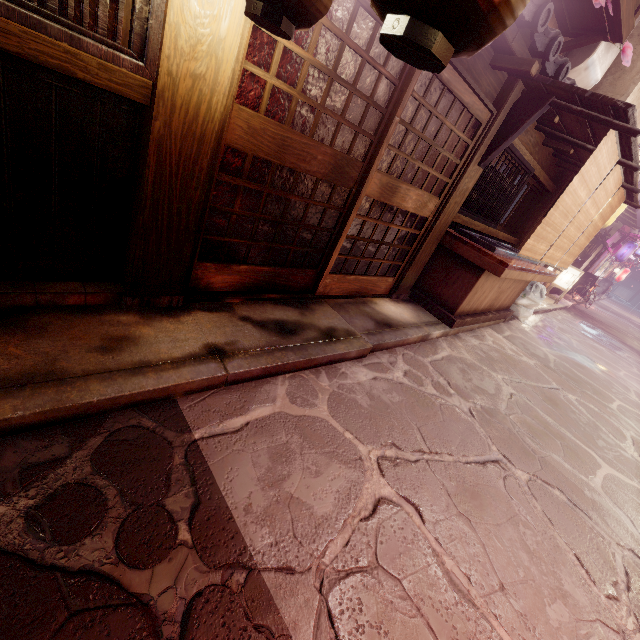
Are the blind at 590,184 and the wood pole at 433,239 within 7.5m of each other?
yes

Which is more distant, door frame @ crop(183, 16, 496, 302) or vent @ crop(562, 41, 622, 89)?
vent @ crop(562, 41, 622, 89)

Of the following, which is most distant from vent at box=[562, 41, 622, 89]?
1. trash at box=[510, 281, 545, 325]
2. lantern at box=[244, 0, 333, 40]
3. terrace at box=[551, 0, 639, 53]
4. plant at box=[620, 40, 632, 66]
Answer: lantern at box=[244, 0, 333, 40]

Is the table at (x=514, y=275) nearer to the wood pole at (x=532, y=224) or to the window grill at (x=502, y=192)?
the wood pole at (x=532, y=224)

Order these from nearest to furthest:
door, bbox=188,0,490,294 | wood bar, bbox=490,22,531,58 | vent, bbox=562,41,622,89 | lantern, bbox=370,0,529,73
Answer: lantern, bbox=370,0,529,73 → door, bbox=188,0,490,294 → wood bar, bbox=490,22,531,58 → vent, bbox=562,41,622,89

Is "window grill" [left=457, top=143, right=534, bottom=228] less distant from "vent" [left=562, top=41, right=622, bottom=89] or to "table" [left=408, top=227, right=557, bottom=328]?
"table" [left=408, top=227, right=557, bottom=328]

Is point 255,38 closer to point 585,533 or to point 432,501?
point 432,501

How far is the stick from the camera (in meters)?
6.18
